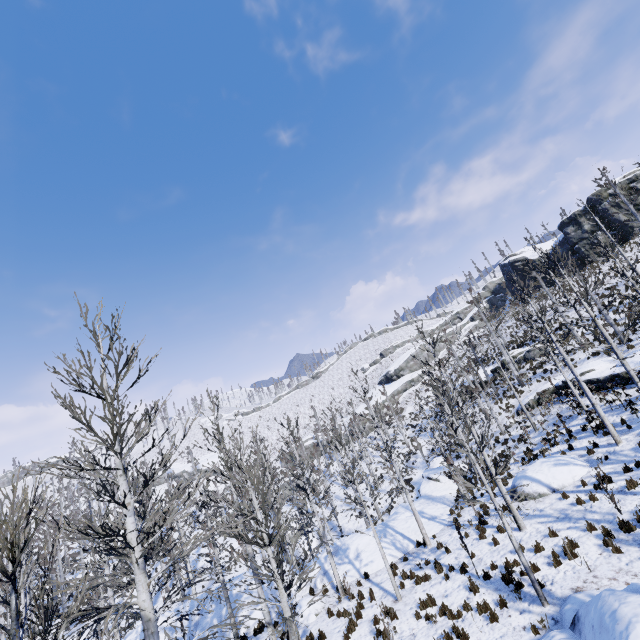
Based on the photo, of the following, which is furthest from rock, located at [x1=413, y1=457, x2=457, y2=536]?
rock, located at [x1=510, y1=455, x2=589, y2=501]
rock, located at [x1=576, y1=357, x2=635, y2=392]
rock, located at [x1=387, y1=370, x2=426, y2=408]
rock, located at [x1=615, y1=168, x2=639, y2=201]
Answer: rock, located at [x1=615, y1=168, x2=639, y2=201]

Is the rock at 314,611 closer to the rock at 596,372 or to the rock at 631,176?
the rock at 596,372

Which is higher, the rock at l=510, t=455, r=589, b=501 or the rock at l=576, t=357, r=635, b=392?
the rock at l=576, t=357, r=635, b=392

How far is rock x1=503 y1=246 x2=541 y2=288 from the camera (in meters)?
50.66

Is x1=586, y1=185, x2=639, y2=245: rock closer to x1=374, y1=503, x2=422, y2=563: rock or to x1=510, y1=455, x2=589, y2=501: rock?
x1=374, y1=503, x2=422, y2=563: rock

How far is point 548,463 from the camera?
16.11m

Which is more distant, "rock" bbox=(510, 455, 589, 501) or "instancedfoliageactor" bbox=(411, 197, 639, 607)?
"rock" bbox=(510, 455, 589, 501)

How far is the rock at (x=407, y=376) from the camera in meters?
57.2
